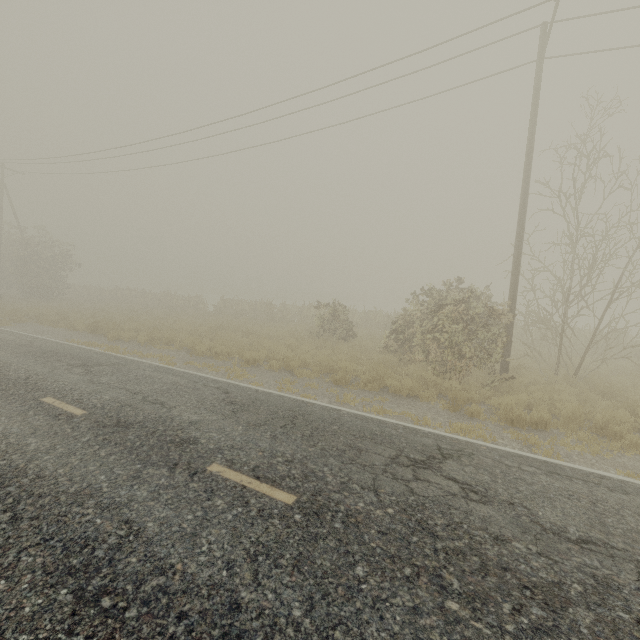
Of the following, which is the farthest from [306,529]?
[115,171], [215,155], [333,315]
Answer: [115,171]
